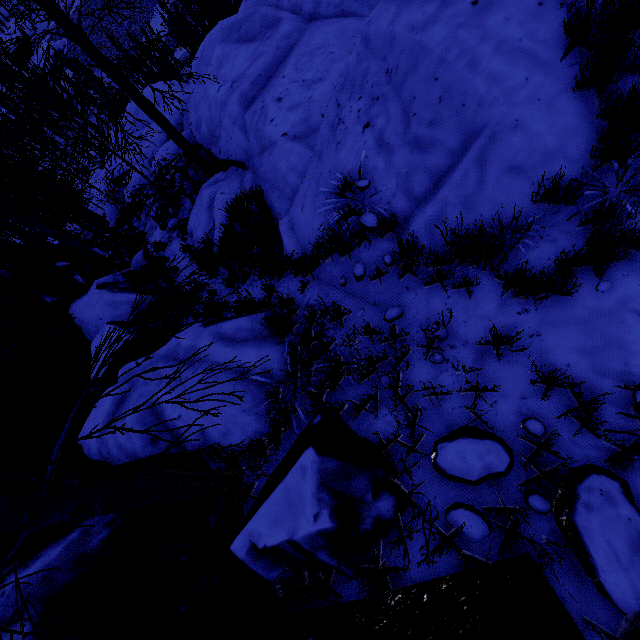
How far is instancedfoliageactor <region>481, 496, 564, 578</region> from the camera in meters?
1.9

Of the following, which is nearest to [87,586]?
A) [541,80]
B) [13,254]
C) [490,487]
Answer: [490,487]

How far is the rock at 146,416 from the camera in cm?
405

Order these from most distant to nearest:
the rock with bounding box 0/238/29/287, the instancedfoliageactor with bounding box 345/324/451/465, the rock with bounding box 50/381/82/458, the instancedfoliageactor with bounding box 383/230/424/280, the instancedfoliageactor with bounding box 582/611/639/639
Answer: the rock with bounding box 0/238/29/287, the rock with bounding box 50/381/82/458, the instancedfoliageactor with bounding box 383/230/424/280, the instancedfoliageactor with bounding box 345/324/451/465, the instancedfoliageactor with bounding box 582/611/639/639

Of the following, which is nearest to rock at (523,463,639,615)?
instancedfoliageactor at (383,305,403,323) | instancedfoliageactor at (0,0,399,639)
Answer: instancedfoliageactor at (0,0,399,639)

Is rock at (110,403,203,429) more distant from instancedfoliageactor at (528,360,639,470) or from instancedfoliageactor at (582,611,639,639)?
instancedfoliageactor at (528,360,639,470)
